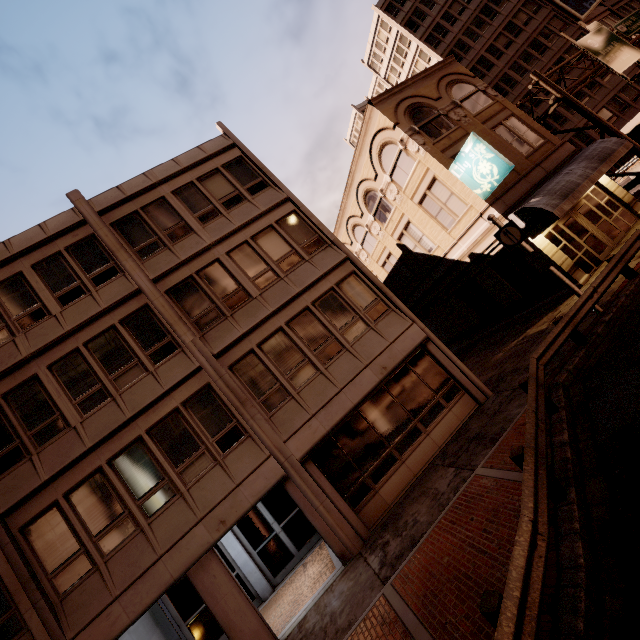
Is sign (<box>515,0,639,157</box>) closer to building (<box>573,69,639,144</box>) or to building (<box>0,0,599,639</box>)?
building (<box>573,69,639,144</box>)

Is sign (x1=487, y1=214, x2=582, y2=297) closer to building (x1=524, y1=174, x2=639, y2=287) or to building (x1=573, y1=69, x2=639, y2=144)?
building (x1=524, y1=174, x2=639, y2=287)

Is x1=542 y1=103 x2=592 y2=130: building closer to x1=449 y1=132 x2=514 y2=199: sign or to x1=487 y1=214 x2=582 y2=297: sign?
x1=449 y1=132 x2=514 y2=199: sign

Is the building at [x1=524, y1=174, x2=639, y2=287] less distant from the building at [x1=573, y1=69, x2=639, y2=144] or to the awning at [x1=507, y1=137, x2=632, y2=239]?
the awning at [x1=507, y1=137, x2=632, y2=239]

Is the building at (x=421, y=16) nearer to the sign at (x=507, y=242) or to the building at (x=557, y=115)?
the sign at (x=507, y=242)

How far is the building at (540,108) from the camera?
38.0 meters

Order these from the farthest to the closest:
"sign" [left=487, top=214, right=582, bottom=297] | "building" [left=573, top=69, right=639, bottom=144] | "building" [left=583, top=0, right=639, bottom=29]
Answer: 1. "building" [left=583, top=0, right=639, bottom=29]
2. "building" [left=573, top=69, right=639, bottom=144]
3. "sign" [left=487, top=214, right=582, bottom=297]

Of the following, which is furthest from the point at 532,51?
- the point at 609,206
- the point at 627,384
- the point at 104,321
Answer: the point at 104,321
